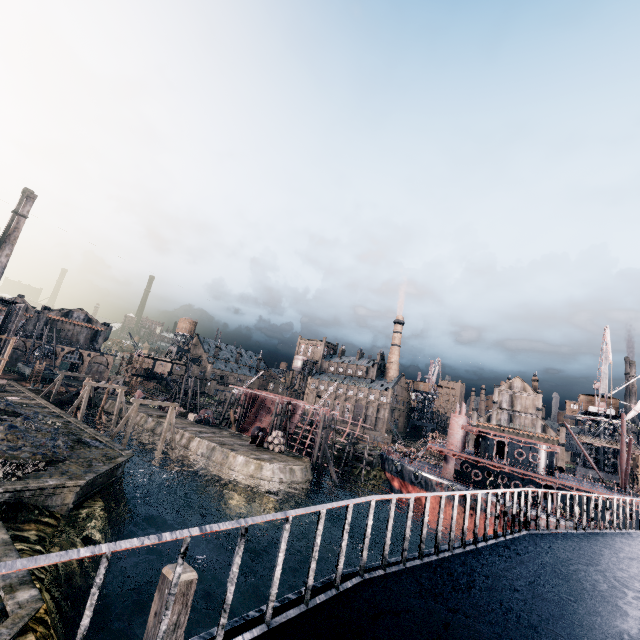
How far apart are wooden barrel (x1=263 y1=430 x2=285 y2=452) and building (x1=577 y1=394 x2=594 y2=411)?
49.82m

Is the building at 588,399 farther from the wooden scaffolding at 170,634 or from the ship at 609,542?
the wooden scaffolding at 170,634

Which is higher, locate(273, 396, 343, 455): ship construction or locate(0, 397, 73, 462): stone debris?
locate(273, 396, 343, 455): ship construction

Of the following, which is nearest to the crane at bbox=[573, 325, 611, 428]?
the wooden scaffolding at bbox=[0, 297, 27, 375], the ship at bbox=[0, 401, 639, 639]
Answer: the ship at bbox=[0, 401, 639, 639]

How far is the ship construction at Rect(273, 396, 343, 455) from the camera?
52.73m

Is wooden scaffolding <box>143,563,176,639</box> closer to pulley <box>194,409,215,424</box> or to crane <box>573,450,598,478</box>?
pulley <box>194,409,215,424</box>

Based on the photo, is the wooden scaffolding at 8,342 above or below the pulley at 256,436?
above

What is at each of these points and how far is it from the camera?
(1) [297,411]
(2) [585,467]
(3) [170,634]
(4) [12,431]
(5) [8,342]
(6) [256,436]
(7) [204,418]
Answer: (1) ship construction, 59.44m
(2) crane, 49.41m
(3) wooden scaffolding, 4.97m
(4) stone debris, 26.25m
(5) wooden scaffolding, 39.38m
(6) pulley, 45.41m
(7) pulley, 55.09m
